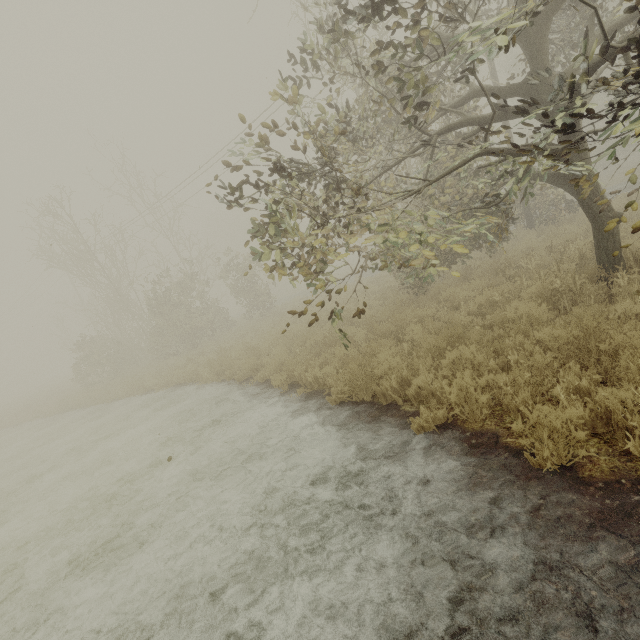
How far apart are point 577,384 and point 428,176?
6.6 meters
